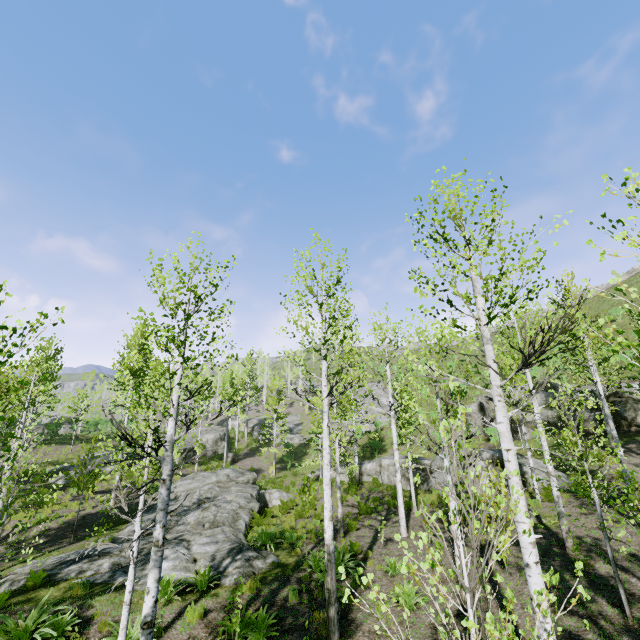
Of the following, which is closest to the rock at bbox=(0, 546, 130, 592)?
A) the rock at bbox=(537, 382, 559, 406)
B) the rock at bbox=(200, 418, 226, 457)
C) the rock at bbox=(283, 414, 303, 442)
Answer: the rock at bbox=(200, 418, 226, 457)

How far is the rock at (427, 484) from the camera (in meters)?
21.02

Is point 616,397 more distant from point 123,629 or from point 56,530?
point 56,530

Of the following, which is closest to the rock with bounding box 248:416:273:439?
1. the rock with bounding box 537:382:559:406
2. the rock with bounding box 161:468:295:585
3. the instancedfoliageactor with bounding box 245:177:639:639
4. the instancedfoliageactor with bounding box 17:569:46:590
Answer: the instancedfoliageactor with bounding box 245:177:639:639

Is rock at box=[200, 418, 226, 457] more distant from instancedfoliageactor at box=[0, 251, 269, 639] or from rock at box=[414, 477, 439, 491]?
rock at box=[414, 477, 439, 491]

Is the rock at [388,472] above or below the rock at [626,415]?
below

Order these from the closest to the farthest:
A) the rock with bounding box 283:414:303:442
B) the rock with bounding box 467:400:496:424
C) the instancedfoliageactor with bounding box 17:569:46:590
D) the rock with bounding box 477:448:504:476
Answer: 1. the instancedfoliageactor with bounding box 17:569:46:590
2. the rock with bounding box 477:448:504:476
3. the rock with bounding box 467:400:496:424
4. the rock with bounding box 283:414:303:442

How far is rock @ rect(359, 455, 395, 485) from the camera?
23.84m
